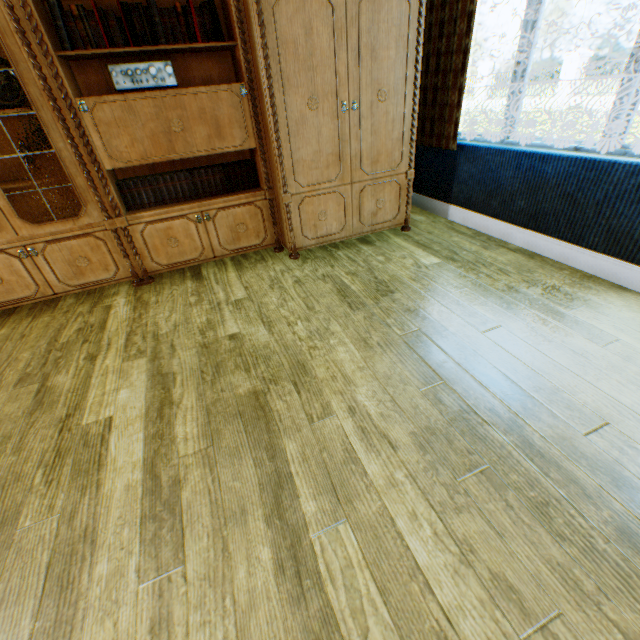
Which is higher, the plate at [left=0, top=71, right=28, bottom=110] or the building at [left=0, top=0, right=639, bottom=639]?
the plate at [left=0, top=71, right=28, bottom=110]

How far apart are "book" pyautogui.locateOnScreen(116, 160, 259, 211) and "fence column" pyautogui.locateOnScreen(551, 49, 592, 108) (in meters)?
20.85

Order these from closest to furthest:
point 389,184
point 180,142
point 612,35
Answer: point 180,142
point 389,184
point 612,35

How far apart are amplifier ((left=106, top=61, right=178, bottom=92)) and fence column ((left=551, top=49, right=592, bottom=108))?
21.17m

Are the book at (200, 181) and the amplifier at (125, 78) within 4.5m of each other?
yes

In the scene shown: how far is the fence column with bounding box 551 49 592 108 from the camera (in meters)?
15.34

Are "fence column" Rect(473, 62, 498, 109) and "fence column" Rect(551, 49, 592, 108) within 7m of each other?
yes

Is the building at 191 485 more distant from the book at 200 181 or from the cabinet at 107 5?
the book at 200 181
